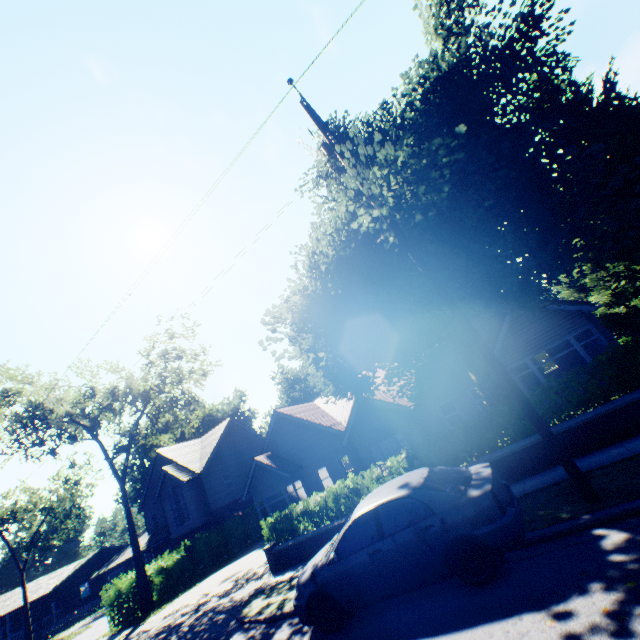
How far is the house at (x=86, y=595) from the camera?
40.2 meters

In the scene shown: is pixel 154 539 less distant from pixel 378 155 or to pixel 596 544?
pixel 596 544

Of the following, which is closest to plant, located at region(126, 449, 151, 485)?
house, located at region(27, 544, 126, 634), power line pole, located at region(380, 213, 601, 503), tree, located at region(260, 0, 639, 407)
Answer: tree, located at region(260, 0, 639, 407)

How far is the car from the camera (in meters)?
5.12

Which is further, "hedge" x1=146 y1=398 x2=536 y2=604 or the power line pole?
"hedge" x1=146 y1=398 x2=536 y2=604

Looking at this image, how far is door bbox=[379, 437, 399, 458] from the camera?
19.1 meters

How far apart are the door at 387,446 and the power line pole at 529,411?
14.0m

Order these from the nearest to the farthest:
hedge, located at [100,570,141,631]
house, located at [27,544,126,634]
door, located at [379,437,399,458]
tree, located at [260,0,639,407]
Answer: tree, located at [260,0,639,407]
hedge, located at [100,570,141,631]
door, located at [379,437,399,458]
house, located at [27,544,126,634]
